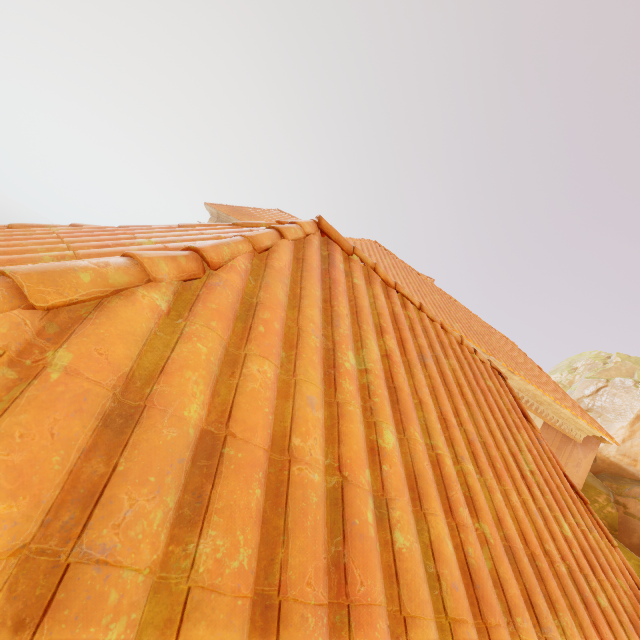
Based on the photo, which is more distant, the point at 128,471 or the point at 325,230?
→ the point at 325,230
